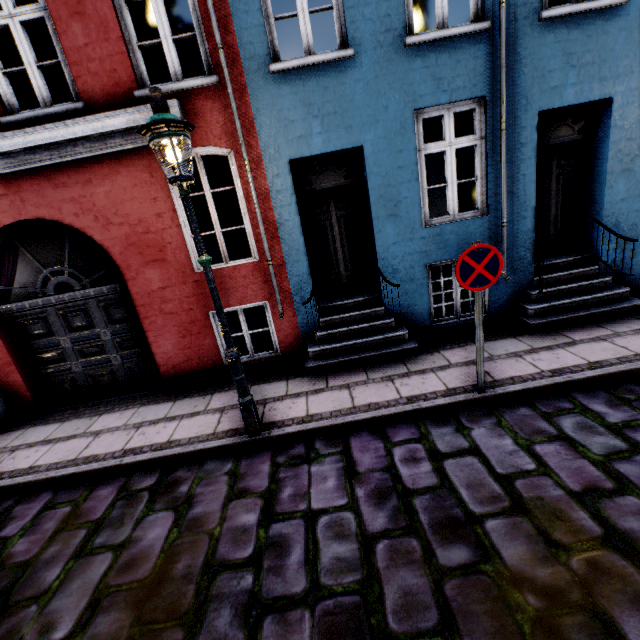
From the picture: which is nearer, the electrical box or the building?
the building

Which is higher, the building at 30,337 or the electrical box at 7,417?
the building at 30,337

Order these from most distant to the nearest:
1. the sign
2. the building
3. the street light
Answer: the building
the sign
the street light

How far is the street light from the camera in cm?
303

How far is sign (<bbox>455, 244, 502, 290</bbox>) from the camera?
3.6m

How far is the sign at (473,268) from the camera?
3.6 meters

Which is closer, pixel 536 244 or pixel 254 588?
pixel 254 588

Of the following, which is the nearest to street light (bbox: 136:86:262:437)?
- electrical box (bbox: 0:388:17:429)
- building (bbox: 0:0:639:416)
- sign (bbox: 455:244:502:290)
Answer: building (bbox: 0:0:639:416)
